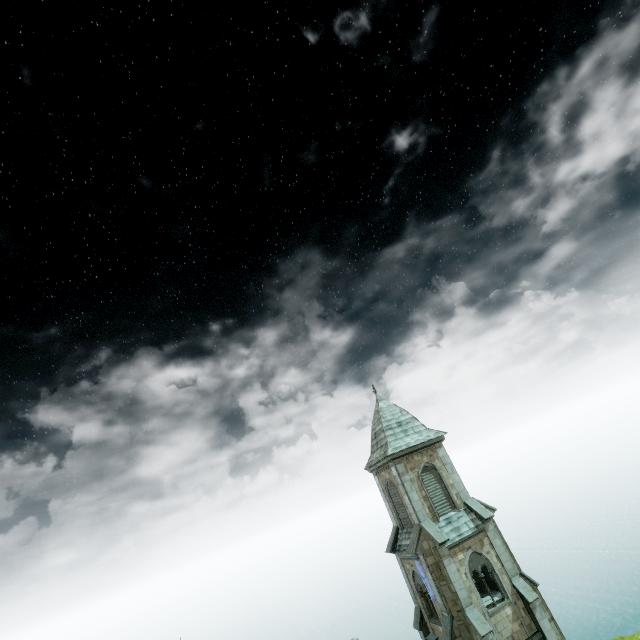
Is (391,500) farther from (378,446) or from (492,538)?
(492,538)
